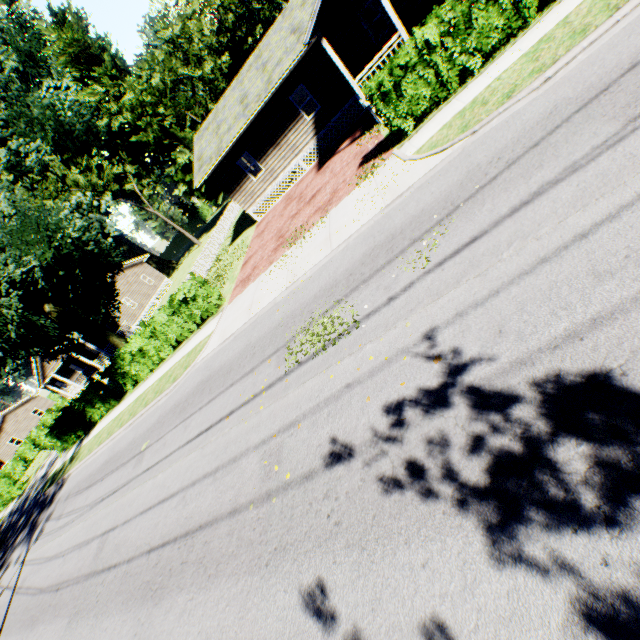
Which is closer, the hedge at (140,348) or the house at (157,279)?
the hedge at (140,348)

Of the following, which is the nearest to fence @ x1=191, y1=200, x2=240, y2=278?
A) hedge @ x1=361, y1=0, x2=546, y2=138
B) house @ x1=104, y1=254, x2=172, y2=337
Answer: house @ x1=104, y1=254, x2=172, y2=337

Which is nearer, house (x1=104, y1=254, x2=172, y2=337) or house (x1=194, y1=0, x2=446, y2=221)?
house (x1=194, y1=0, x2=446, y2=221)

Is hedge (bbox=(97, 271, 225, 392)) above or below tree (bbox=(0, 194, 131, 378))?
below

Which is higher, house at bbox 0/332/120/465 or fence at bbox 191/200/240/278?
house at bbox 0/332/120/465

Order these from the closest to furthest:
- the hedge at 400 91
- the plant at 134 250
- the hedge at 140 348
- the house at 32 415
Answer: the hedge at 400 91 < the hedge at 140 348 < the house at 32 415 < the plant at 134 250

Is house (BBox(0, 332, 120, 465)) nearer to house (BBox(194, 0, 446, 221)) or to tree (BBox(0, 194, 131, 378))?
tree (BBox(0, 194, 131, 378))

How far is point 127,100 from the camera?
35.91m
